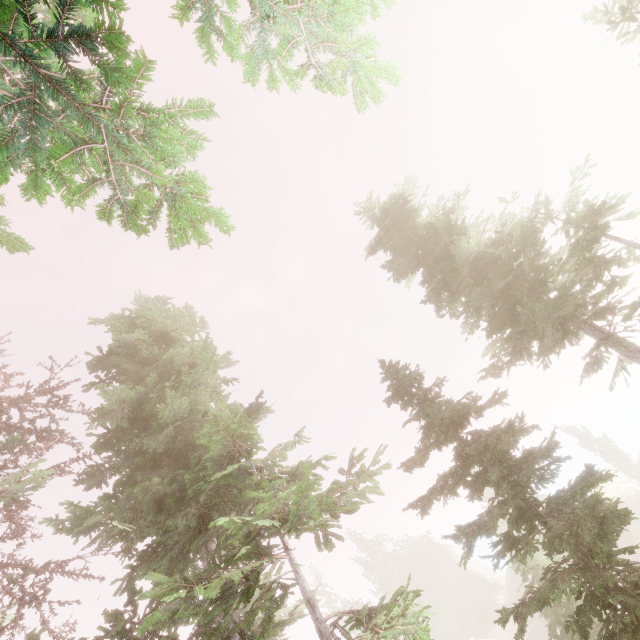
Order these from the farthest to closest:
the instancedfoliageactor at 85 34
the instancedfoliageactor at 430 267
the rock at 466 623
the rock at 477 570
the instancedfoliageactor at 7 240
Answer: the rock at 466 623 < the rock at 477 570 < the instancedfoliageactor at 430 267 < the instancedfoliageactor at 7 240 < the instancedfoliageactor at 85 34

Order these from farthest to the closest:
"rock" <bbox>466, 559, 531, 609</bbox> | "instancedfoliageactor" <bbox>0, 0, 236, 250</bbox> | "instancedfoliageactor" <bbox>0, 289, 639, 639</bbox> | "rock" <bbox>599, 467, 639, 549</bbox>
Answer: "rock" <bbox>466, 559, 531, 609</bbox>
"rock" <bbox>599, 467, 639, 549</bbox>
"instancedfoliageactor" <bbox>0, 289, 639, 639</bbox>
"instancedfoliageactor" <bbox>0, 0, 236, 250</bbox>

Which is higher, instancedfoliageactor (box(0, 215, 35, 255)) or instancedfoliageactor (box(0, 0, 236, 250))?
instancedfoliageactor (box(0, 215, 35, 255))

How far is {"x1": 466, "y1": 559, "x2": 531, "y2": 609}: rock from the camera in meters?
49.7 m

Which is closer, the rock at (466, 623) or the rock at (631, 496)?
the rock at (631, 496)

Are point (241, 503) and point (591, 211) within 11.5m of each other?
no

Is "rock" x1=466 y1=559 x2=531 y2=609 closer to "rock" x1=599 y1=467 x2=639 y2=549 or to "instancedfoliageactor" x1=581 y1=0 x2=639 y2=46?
"instancedfoliageactor" x1=581 y1=0 x2=639 y2=46
